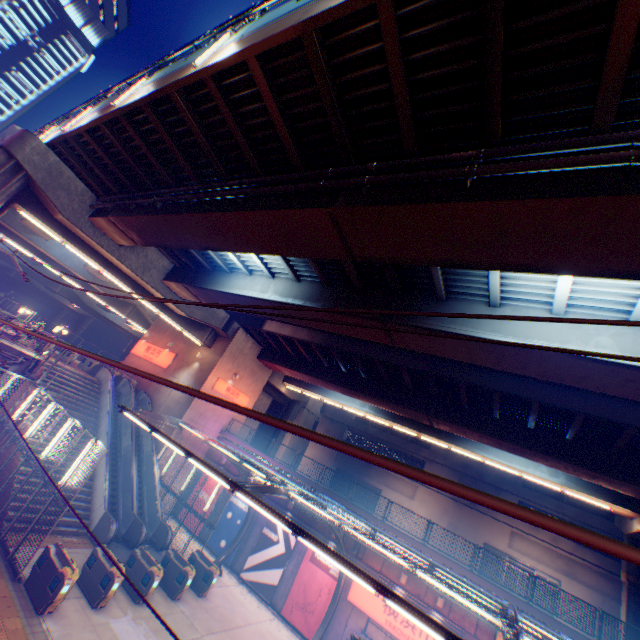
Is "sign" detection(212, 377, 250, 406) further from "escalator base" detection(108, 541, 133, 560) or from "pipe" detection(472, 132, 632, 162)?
"pipe" detection(472, 132, 632, 162)

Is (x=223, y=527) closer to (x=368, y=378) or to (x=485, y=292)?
(x=368, y=378)

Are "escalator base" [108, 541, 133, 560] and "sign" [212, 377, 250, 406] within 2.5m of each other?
no

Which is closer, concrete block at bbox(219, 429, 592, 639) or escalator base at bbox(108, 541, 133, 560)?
concrete block at bbox(219, 429, 592, 639)

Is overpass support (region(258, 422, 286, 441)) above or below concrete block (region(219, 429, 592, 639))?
above

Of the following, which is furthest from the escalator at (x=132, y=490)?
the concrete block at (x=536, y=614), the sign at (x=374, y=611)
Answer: the sign at (x=374, y=611)

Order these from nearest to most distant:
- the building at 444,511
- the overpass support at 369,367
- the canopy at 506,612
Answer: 1. the canopy at 506,612
2. the overpass support at 369,367
3. the building at 444,511

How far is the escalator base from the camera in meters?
16.2
